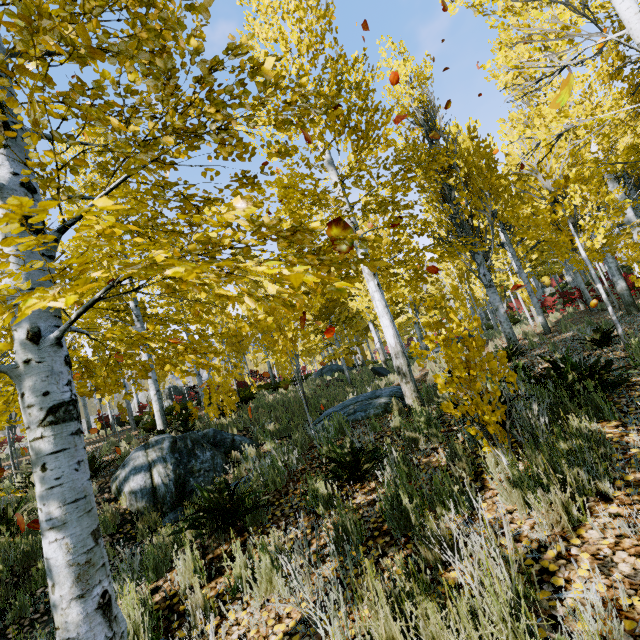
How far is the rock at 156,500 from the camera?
6.5 meters

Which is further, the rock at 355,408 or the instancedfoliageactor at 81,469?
the rock at 355,408

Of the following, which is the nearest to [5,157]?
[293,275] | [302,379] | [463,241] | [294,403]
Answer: [293,275]

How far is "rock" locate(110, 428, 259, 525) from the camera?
6.5m

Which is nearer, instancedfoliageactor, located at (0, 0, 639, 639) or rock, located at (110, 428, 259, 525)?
instancedfoliageactor, located at (0, 0, 639, 639)
